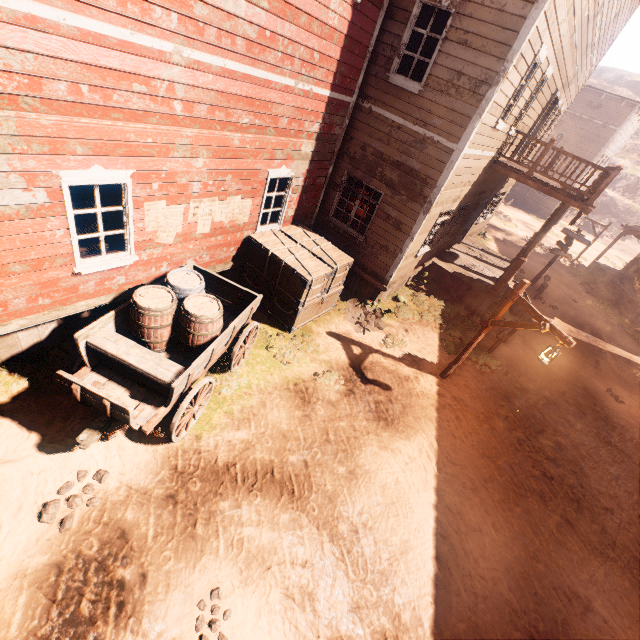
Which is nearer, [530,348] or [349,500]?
[349,500]

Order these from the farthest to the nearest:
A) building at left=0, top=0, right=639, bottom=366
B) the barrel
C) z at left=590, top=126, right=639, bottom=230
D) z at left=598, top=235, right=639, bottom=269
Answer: z at left=590, top=126, right=639, bottom=230 < z at left=598, top=235, right=639, bottom=269 < the barrel < building at left=0, top=0, right=639, bottom=366

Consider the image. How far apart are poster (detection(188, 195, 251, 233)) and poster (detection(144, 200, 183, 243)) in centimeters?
9cm

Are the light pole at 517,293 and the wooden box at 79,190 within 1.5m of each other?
no

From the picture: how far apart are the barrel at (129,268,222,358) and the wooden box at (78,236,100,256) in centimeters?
125cm

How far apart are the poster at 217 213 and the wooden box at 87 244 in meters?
1.4 m

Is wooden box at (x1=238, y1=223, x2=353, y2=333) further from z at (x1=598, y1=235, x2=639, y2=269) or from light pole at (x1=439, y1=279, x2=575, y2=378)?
light pole at (x1=439, y1=279, x2=575, y2=378)

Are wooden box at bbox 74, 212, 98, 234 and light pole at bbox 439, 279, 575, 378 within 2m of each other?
no
